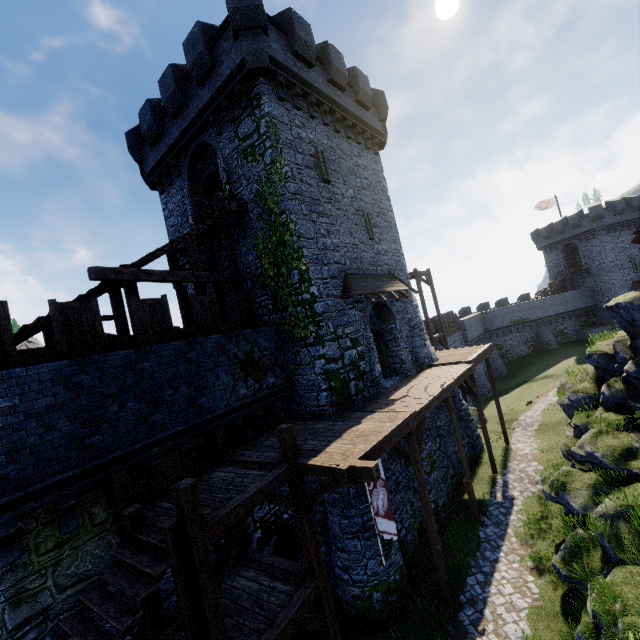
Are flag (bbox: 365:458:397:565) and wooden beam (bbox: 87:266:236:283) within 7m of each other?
no

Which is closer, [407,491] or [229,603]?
[229,603]

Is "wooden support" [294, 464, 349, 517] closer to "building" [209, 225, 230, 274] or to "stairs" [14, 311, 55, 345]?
"building" [209, 225, 230, 274]

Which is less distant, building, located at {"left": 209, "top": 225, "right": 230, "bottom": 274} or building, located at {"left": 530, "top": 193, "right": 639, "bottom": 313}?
building, located at {"left": 209, "top": 225, "right": 230, "bottom": 274}

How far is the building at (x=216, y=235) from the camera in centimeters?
1519cm

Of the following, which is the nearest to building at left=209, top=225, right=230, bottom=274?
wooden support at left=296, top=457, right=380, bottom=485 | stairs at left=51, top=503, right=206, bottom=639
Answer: wooden support at left=296, top=457, right=380, bottom=485

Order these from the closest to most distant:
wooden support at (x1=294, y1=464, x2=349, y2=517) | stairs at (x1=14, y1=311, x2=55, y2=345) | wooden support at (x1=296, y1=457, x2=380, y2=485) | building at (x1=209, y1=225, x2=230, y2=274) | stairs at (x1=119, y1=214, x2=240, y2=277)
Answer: wooden support at (x1=296, y1=457, x2=380, y2=485), wooden support at (x1=294, y1=464, x2=349, y2=517), stairs at (x1=14, y1=311, x2=55, y2=345), stairs at (x1=119, y1=214, x2=240, y2=277), building at (x1=209, y1=225, x2=230, y2=274)

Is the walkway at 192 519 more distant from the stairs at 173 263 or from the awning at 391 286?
the awning at 391 286
